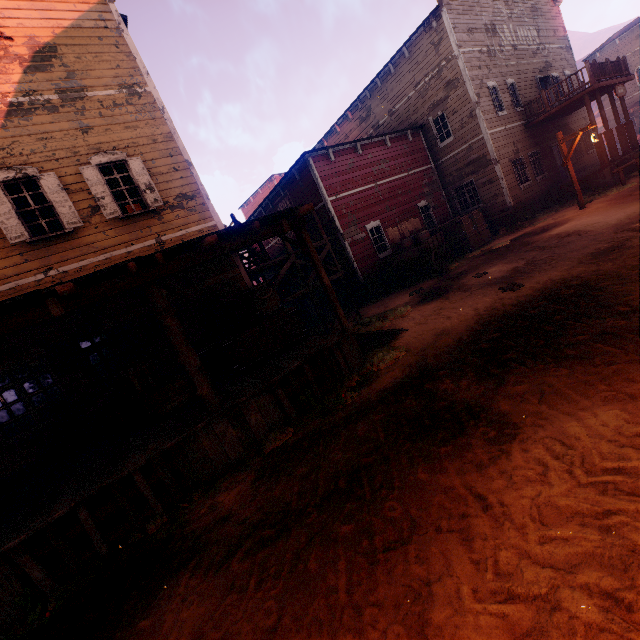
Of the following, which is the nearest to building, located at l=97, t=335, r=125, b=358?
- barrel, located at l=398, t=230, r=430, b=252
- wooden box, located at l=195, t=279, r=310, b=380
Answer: wooden box, located at l=195, t=279, r=310, b=380

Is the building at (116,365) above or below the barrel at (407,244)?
above

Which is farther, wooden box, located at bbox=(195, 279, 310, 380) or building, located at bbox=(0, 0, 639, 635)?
wooden box, located at bbox=(195, 279, 310, 380)

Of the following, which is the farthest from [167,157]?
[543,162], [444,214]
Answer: [543,162]

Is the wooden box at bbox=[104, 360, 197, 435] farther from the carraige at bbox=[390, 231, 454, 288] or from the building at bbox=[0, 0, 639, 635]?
the carraige at bbox=[390, 231, 454, 288]

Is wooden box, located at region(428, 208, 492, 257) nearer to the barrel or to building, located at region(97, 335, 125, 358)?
building, located at region(97, 335, 125, 358)

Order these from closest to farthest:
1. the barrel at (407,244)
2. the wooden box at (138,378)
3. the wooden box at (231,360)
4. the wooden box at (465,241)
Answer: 1. the wooden box at (138,378)
2. the wooden box at (231,360)
3. the barrel at (407,244)
4. the wooden box at (465,241)

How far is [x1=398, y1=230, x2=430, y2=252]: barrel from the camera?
13.9m
